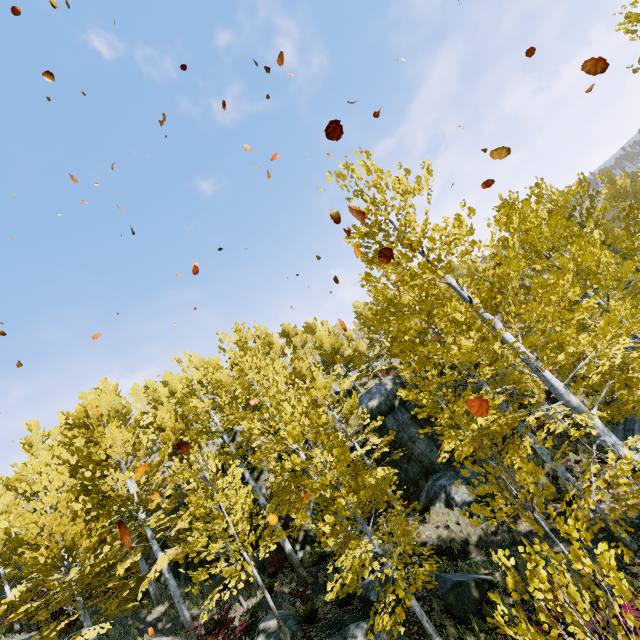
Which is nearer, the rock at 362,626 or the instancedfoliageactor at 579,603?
the instancedfoliageactor at 579,603

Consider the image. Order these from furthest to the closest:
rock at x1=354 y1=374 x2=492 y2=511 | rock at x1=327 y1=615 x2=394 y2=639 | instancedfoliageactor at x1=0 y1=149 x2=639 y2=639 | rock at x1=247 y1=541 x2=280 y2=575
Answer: rock at x1=247 y1=541 x2=280 y2=575, rock at x1=354 y1=374 x2=492 y2=511, rock at x1=327 y1=615 x2=394 y2=639, instancedfoliageactor at x1=0 y1=149 x2=639 y2=639

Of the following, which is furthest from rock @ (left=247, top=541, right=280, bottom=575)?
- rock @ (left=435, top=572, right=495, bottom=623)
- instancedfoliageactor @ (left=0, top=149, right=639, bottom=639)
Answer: rock @ (left=435, top=572, right=495, bottom=623)

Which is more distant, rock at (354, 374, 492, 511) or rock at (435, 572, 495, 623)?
rock at (354, 374, 492, 511)

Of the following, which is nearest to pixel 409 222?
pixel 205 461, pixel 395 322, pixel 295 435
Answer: pixel 395 322

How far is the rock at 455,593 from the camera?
8.20m

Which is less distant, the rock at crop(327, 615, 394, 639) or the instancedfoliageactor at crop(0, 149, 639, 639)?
the instancedfoliageactor at crop(0, 149, 639, 639)
